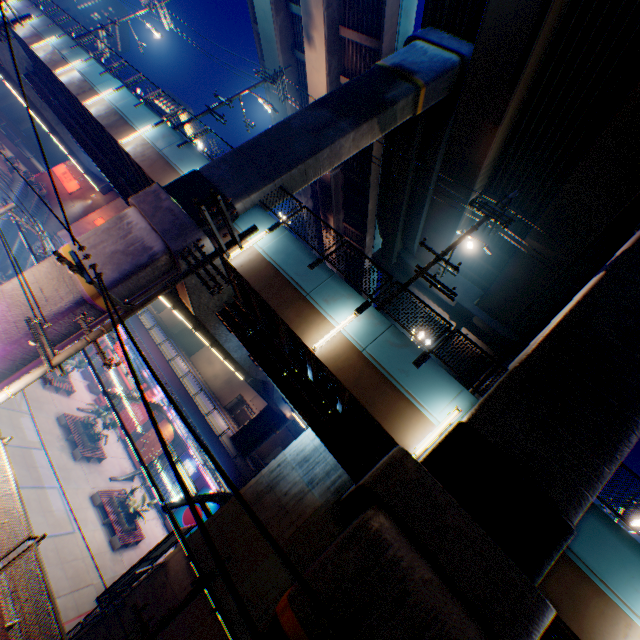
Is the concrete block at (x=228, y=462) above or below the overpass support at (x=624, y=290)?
below

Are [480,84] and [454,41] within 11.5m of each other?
yes

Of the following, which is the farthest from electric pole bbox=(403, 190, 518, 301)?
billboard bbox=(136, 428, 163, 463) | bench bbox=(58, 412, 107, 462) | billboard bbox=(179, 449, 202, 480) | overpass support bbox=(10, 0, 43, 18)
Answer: billboard bbox=(136, 428, 163, 463)

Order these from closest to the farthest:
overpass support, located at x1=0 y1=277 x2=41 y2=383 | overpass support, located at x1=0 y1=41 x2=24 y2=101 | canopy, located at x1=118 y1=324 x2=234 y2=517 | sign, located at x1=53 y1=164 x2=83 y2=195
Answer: overpass support, located at x1=0 y1=277 x2=41 y2=383, canopy, located at x1=118 y1=324 x2=234 y2=517, overpass support, located at x1=0 y1=41 x2=24 y2=101, sign, located at x1=53 y1=164 x2=83 y2=195

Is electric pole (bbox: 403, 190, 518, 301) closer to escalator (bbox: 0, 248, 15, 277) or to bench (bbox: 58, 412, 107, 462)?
bench (bbox: 58, 412, 107, 462)

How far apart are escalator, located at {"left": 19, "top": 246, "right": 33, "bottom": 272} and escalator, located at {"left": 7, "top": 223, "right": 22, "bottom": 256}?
1.4m

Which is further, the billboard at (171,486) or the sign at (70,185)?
the sign at (70,185)

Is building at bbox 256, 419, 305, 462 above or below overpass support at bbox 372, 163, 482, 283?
below
